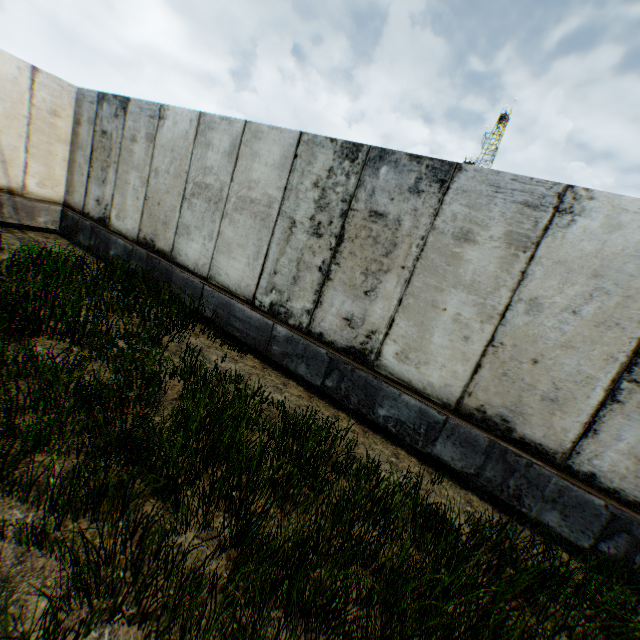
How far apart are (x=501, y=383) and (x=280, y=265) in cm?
367
